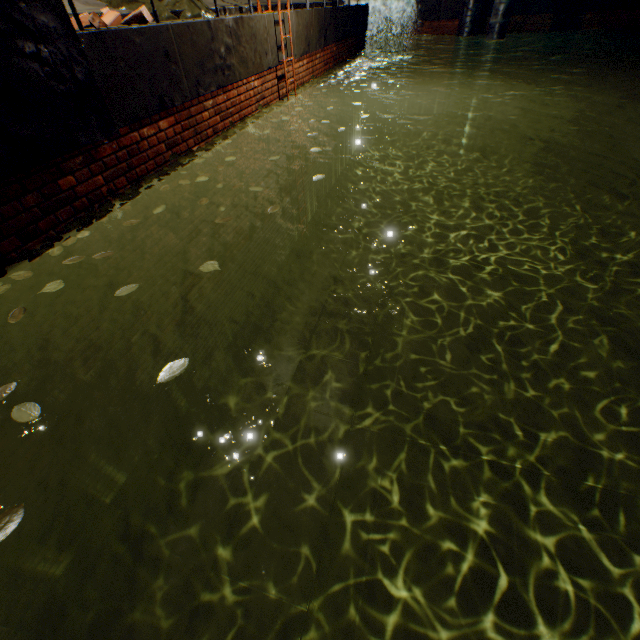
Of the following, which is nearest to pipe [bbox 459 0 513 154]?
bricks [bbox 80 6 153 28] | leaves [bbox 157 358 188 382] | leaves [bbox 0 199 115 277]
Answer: leaves [bbox 0 199 115 277]

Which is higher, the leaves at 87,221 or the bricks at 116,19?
the bricks at 116,19

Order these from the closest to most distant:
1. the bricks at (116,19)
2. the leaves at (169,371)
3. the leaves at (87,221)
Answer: the leaves at (169,371) < the leaves at (87,221) < the bricks at (116,19)

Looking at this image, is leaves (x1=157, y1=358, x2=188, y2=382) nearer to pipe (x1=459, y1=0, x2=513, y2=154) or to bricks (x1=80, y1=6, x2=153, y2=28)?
bricks (x1=80, y1=6, x2=153, y2=28)

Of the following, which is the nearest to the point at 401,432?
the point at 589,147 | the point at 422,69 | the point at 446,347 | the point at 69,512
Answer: the point at 446,347

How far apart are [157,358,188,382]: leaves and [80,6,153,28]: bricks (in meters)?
3.51

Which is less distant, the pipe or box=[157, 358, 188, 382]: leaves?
box=[157, 358, 188, 382]: leaves

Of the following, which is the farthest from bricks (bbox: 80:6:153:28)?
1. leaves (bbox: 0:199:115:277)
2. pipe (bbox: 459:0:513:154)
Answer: pipe (bbox: 459:0:513:154)
